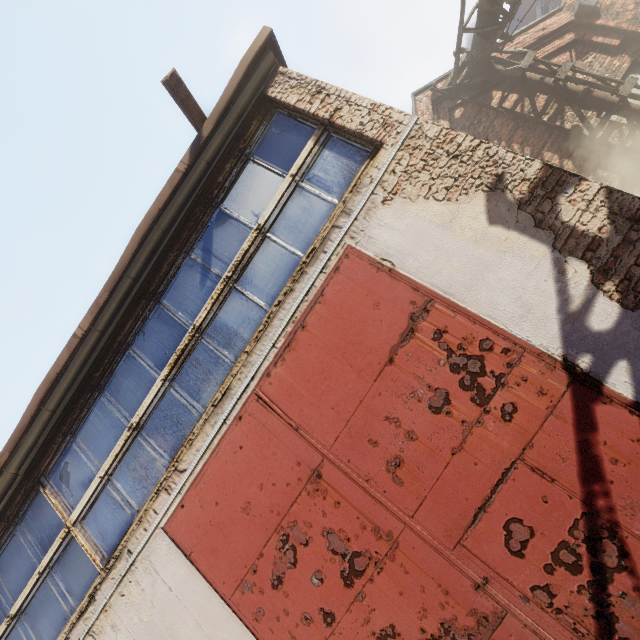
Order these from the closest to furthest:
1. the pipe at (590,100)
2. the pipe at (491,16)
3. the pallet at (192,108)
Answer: the pallet at (192,108) < the pipe at (491,16) < the pipe at (590,100)

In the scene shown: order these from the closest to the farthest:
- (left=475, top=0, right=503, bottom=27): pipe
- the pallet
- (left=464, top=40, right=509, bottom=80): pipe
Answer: the pallet < (left=475, top=0, right=503, bottom=27): pipe < (left=464, top=40, right=509, bottom=80): pipe

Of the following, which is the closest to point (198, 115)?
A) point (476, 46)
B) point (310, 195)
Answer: point (310, 195)

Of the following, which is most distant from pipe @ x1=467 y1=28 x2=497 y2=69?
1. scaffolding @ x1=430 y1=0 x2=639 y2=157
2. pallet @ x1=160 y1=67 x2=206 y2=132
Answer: pallet @ x1=160 y1=67 x2=206 y2=132

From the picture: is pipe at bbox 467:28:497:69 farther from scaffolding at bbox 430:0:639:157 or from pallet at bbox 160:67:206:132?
pallet at bbox 160:67:206:132

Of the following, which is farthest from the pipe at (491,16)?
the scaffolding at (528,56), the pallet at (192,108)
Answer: the pallet at (192,108)
